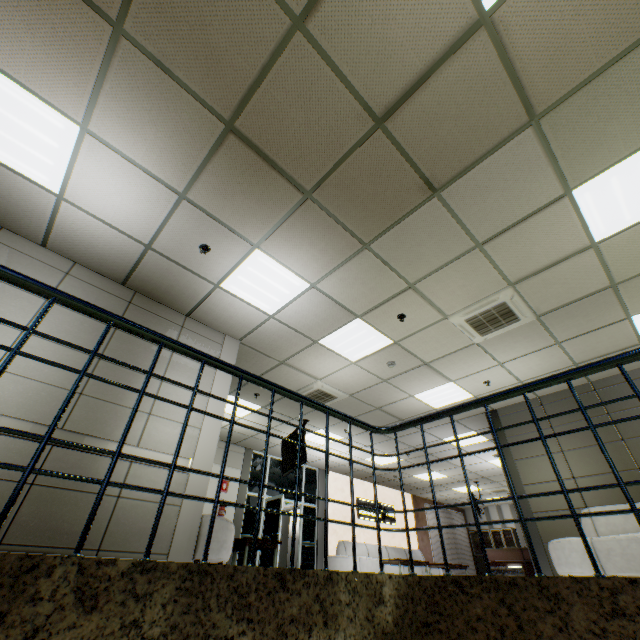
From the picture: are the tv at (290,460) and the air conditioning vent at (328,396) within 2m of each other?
yes

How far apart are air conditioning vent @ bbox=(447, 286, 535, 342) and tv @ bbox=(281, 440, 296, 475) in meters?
4.3

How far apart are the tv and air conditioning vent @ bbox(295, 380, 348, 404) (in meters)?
0.49

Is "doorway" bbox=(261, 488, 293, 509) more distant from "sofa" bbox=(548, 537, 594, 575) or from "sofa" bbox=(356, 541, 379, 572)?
"sofa" bbox=(548, 537, 594, 575)

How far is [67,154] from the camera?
3.28m

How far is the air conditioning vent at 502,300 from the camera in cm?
473

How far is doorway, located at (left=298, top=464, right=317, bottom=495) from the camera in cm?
1143

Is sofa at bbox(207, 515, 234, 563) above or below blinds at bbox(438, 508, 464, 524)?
below
